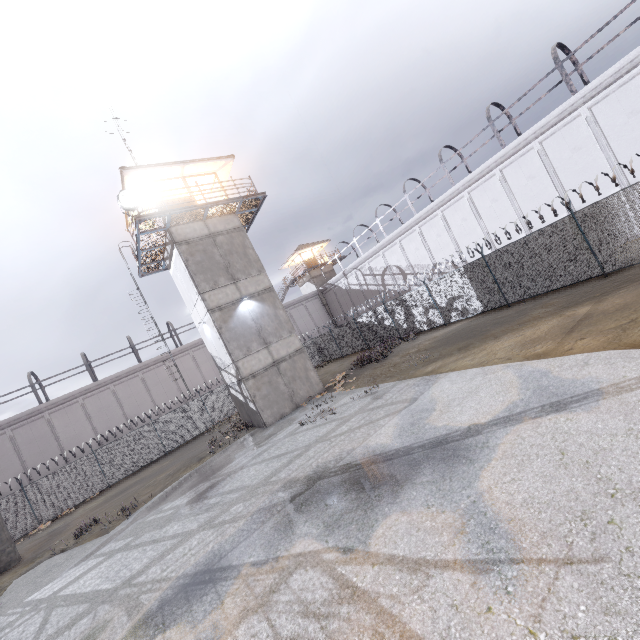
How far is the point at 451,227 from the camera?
25.3m

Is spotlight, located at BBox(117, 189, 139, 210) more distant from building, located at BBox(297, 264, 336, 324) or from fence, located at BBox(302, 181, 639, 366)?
building, located at BBox(297, 264, 336, 324)

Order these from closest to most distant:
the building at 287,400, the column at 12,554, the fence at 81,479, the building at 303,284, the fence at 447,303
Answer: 1. the fence at 447,303
2. the column at 12,554
3. the building at 287,400
4. the fence at 81,479
5. the building at 303,284

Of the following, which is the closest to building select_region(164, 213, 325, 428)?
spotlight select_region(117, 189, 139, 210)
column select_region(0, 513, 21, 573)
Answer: spotlight select_region(117, 189, 139, 210)

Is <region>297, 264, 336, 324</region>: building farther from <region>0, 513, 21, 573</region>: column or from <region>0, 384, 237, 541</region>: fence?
<region>0, 513, 21, 573</region>: column

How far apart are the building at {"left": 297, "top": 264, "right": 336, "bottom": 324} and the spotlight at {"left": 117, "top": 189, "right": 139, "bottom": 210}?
28.34m

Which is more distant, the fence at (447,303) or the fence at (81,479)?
the fence at (81,479)

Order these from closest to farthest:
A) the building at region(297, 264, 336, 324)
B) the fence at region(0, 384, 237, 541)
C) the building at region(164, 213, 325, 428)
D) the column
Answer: the column
the building at region(164, 213, 325, 428)
the fence at region(0, 384, 237, 541)
the building at region(297, 264, 336, 324)
